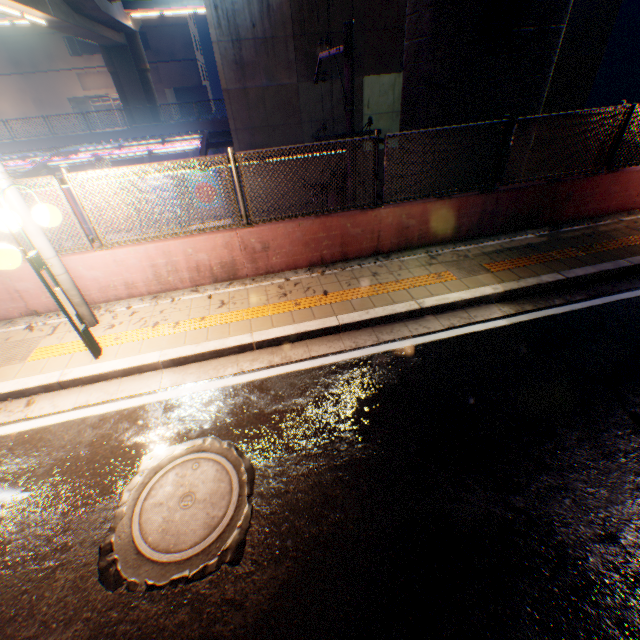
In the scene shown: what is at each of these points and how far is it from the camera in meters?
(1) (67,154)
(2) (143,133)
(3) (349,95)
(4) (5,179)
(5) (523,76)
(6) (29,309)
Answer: (1) canopy, 17.6 m
(2) concrete block, 23.3 m
(3) electric pole, 6.8 m
(4) electric pole, 4.1 m
(5) overpass support, 6.9 m
(6) concrete block, 5.8 m

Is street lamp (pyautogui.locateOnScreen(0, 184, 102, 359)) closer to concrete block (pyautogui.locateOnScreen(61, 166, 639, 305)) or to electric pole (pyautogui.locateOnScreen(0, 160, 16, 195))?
electric pole (pyautogui.locateOnScreen(0, 160, 16, 195))

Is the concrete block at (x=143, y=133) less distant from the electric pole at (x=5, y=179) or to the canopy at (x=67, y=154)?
the canopy at (x=67, y=154)

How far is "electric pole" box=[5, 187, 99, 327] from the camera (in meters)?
4.28

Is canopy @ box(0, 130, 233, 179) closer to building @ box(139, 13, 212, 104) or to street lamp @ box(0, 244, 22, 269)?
street lamp @ box(0, 244, 22, 269)

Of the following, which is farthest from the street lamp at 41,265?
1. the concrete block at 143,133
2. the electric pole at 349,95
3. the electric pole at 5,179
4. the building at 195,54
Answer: the building at 195,54

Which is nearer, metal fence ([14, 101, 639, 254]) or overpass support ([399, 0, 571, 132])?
metal fence ([14, 101, 639, 254])

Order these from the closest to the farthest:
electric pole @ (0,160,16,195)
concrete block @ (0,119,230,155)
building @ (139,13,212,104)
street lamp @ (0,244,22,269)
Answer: street lamp @ (0,244,22,269), electric pole @ (0,160,16,195), concrete block @ (0,119,230,155), building @ (139,13,212,104)
